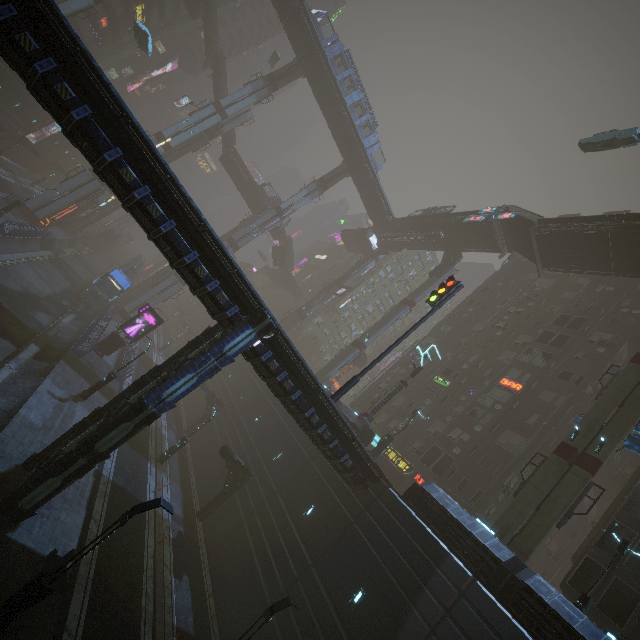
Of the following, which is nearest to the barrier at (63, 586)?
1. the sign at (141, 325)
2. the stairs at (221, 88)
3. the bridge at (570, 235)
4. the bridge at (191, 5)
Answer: the sign at (141, 325)

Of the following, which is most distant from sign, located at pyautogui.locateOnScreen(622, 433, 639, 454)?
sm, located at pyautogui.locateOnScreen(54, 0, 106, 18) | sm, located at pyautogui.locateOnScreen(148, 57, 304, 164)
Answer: sm, located at pyautogui.locateOnScreen(54, 0, 106, 18)

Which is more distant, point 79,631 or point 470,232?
point 470,232

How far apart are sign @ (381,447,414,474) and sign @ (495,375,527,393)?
11.4m

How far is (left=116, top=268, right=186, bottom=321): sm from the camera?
44.3 meters

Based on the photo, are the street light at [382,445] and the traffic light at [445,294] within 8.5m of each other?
no

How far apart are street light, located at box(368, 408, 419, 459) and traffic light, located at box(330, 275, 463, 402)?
12.1 meters

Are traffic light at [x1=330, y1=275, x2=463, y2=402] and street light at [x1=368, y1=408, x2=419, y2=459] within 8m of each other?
no
